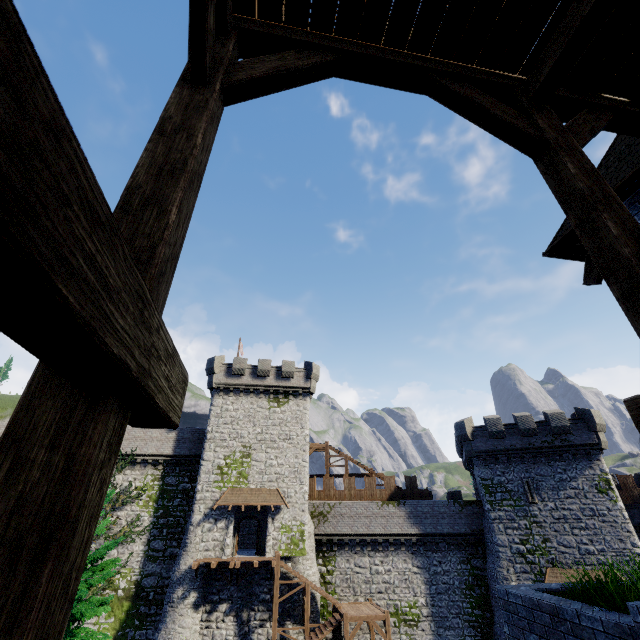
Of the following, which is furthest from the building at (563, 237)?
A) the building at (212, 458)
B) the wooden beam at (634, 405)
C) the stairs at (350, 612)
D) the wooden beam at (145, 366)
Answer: the building at (212, 458)

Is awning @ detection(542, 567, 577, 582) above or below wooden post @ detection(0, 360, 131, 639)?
below

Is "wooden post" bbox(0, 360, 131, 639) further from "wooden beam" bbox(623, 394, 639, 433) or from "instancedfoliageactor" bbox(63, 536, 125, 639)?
"instancedfoliageactor" bbox(63, 536, 125, 639)

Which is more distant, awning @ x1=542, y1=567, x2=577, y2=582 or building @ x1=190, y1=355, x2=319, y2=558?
building @ x1=190, y1=355, x2=319, y2=558

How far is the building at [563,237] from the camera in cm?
636

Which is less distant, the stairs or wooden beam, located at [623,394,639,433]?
wooden beam, located at [623,394,639,433]

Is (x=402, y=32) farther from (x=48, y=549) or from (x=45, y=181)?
(x=48, y=549)

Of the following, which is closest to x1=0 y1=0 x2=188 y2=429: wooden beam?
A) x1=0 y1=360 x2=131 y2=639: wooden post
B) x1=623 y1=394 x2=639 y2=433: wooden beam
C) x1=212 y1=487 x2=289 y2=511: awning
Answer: x1=0 y1=360 x2=131 y2=639: wooden post
